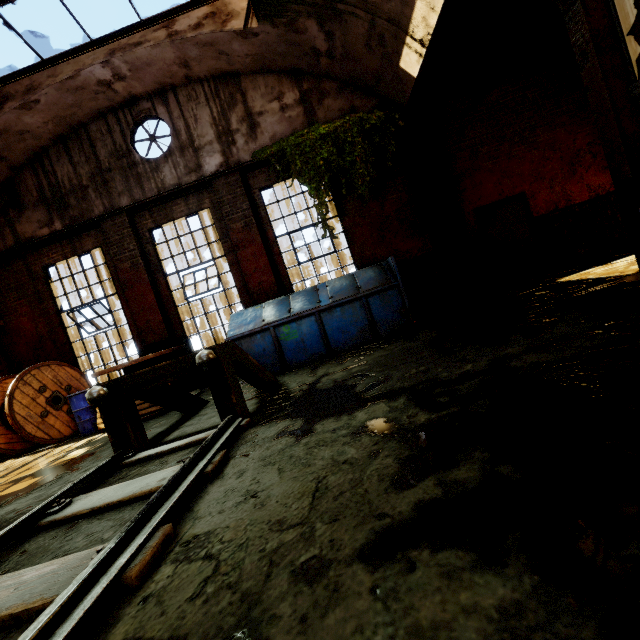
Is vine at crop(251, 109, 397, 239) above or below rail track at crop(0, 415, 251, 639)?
above

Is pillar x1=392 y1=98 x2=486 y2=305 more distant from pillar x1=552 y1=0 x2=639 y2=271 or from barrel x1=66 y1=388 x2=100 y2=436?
barrel x1=66 y1=388 x2=100 y2=436

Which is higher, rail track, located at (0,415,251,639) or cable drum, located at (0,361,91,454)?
cable drum, located at (0,361,91,454)

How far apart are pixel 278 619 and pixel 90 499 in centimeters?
256cm

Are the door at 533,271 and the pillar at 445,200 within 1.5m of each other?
yes

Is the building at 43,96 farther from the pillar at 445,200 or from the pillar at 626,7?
the pillar at 626,7

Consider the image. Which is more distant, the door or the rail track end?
the door

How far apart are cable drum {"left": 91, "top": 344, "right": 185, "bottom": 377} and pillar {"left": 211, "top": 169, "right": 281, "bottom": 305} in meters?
1.9 m
